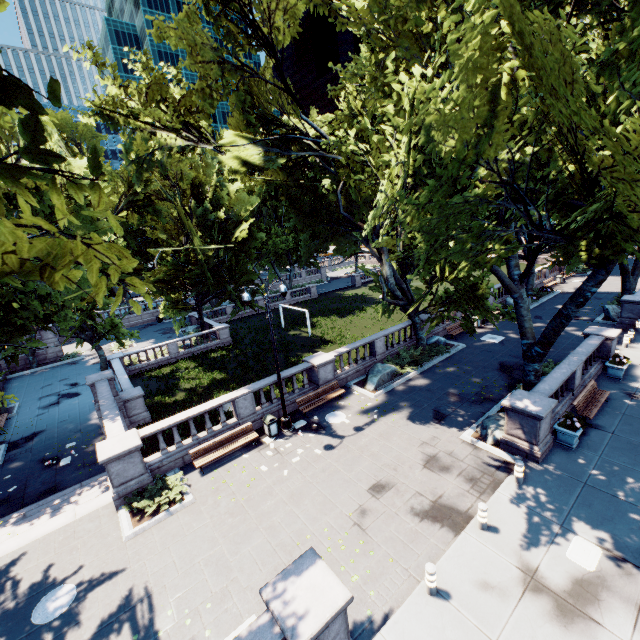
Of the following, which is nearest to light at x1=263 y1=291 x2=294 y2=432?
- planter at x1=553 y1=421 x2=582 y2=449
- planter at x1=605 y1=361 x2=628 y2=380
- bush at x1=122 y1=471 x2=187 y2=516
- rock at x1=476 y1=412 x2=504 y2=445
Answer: bush at x1=122 y1=471 x2=187 y2=516

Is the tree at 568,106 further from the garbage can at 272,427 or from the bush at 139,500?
the garbage can at 272,427

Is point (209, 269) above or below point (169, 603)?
above

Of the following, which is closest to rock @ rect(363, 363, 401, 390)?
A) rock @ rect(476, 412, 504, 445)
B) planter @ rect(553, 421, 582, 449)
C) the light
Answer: the light

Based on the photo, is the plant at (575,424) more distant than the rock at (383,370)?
No

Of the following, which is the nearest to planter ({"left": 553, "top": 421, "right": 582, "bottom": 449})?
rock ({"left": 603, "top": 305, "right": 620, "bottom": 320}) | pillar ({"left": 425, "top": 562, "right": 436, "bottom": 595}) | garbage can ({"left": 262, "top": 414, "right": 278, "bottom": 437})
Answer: pillar ({"left": 425, "top": 562, "right": 436, "bottom": 595})

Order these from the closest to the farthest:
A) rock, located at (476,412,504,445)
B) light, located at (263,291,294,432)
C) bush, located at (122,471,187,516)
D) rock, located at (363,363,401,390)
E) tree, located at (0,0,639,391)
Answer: tree, located at (0,0,639,391) < bush, located at (122,471,187,516) < rock, located at (476,412,504,445) < light, located at (263,291,294,432) < rock, located at (363,363,401,390)

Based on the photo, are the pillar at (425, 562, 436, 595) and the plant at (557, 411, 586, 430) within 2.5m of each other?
no
